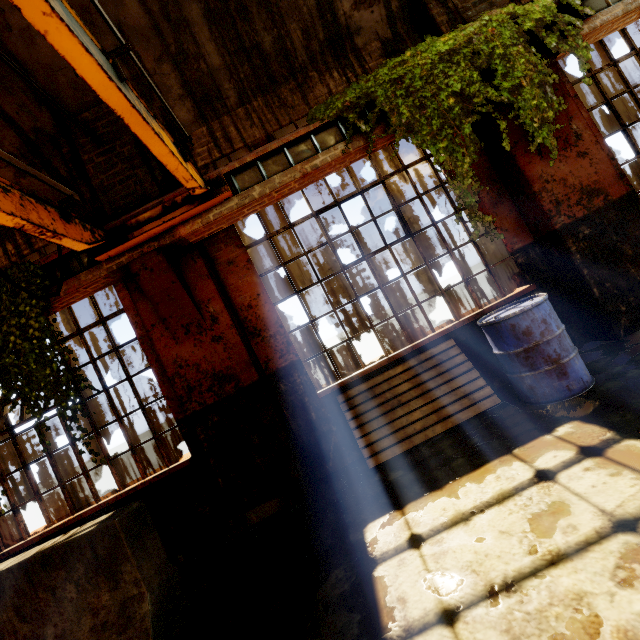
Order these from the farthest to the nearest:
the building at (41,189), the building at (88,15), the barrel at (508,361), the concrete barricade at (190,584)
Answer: the building at (41,189)
the building at (88,15)
the barrel at (508,361)
the concrete barricade at (190,584)

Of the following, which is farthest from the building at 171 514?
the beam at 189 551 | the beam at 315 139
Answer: the beam at 315 139

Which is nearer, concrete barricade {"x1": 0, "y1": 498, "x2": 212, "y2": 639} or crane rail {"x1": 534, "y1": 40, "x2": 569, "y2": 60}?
concrete barricade {"x1": 0, "y1": 498, "x2": 212, "y2": 639}

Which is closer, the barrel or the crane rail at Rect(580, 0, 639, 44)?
the barrel

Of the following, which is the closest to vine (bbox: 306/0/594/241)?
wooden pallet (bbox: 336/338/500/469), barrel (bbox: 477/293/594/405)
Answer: barrel (bbox: 477/293/594/405)

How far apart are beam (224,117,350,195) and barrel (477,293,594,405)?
2.6 meters

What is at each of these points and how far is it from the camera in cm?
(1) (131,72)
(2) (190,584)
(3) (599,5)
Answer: (1) building, 405
(2) concrete barricade, 270
(3) beam, 378

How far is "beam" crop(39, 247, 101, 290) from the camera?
3.73m
